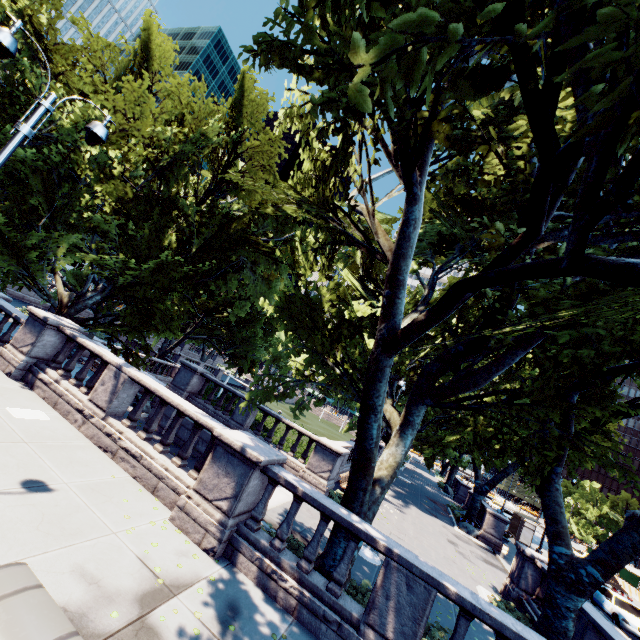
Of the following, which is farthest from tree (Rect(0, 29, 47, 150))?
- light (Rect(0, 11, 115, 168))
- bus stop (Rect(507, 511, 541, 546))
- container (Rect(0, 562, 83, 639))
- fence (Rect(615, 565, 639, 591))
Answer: fence (Rect(615, 565, 639, 591))

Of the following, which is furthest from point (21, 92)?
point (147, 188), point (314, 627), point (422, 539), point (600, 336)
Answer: point (422, 539)

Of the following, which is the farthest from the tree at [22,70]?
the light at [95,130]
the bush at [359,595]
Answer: the light at [95,130]

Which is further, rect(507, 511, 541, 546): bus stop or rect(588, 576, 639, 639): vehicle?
rect(507, 511, 541, 546): bus stop

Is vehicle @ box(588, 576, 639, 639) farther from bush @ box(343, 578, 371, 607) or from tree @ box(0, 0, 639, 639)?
bush @ box(343, 578, 371, 607)

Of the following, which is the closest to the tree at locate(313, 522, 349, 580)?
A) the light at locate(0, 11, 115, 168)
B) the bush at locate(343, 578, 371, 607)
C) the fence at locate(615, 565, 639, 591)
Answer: the bush at locate(343, 578, 371, 607)

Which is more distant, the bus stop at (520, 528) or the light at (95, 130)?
the bus stop at (520, 528)

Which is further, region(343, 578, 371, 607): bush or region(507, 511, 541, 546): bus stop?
region(507, 511, 541, 546): bus stop
